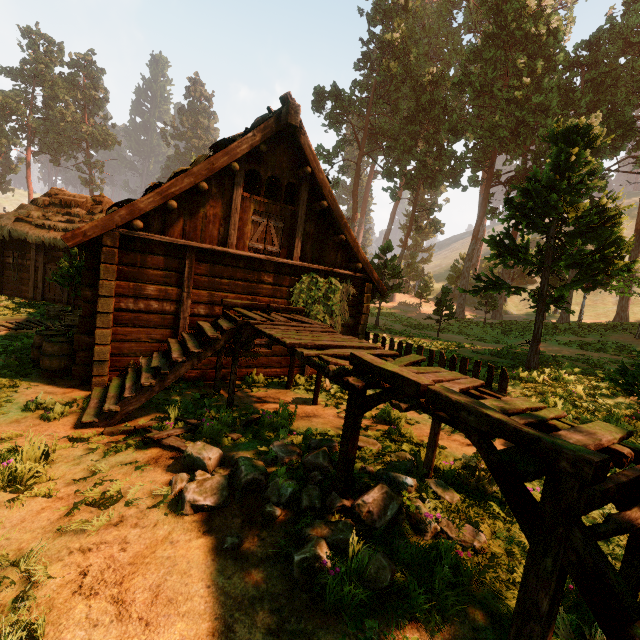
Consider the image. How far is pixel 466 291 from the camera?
13.5m

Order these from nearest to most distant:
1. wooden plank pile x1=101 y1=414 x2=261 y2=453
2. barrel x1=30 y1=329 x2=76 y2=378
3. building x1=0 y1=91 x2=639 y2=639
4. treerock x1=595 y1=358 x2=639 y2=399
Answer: building x1=0 y1=91 x2=639 y2=639 < wooden plank pile x1=101 y1=414 x2=261 y2=453 < treerock x1=595 y1=358 x2=639 y2=399 < barrel x1=30 y1=329 x2=76 y2=378

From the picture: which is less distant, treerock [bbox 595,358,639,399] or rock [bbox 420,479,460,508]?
rock [bbox 420,479,460,508]

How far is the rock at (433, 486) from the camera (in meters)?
3.91

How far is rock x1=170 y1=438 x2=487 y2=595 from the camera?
2.9 meters

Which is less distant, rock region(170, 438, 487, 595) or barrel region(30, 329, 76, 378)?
rock region(170, 438, 487, 595)

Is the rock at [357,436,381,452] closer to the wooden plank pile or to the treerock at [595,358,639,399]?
the wooden plank pile
